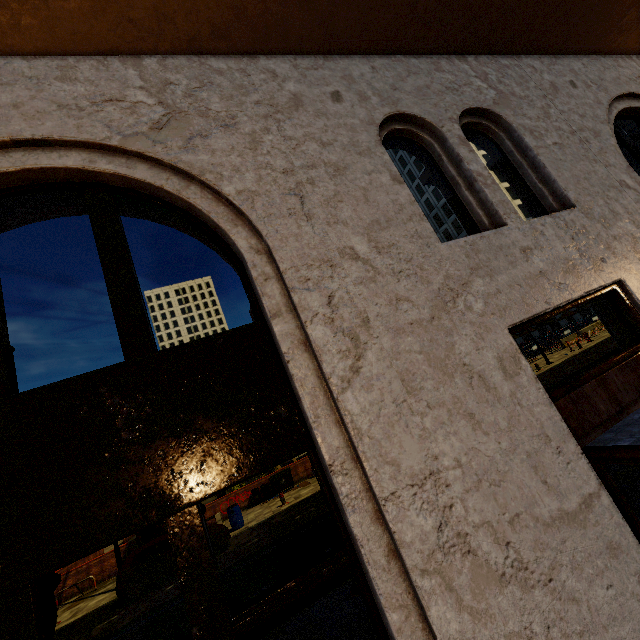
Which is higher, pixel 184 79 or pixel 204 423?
pixel 184 79

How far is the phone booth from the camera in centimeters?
1692cm

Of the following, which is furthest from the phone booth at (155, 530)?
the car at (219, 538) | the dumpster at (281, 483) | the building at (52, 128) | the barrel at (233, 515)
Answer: the building at (52, 128)

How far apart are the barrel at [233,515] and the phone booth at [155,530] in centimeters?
446cm

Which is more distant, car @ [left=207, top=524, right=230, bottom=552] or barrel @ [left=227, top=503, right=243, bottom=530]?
barrel @ [left=227, top=503, right=243, bottom=530]

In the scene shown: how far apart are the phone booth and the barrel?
4.5 meters

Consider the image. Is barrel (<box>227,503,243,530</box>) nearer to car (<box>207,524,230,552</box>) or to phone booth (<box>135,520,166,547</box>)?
car (<box>207,524,230,552</box>)

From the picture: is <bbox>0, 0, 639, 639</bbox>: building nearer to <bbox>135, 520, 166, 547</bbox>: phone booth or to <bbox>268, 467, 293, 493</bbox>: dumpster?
<bbox>135, 520, 166, 547</bbox>: phone booth
